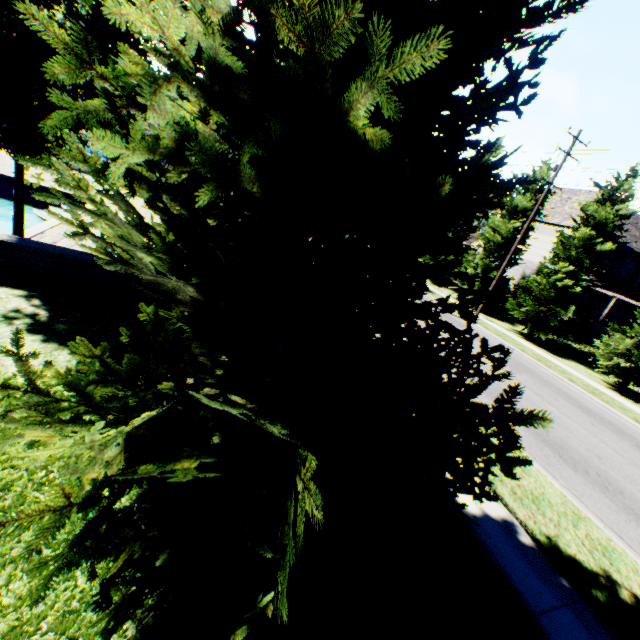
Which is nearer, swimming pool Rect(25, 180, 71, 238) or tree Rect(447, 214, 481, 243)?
swimming pool Rect(25, 180, 71, 238)

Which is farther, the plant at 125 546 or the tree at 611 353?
the tree at 611 353

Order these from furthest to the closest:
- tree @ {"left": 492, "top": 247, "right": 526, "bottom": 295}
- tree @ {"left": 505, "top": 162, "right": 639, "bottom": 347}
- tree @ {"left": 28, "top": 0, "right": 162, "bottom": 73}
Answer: tree @ {"left": 492, "top": 247, "right": 526, "bottom": 295} < tree @ {"left": 505, "top": 162, "right": 639, "bottom": 347} < tree @ {"left": 28, "top": 0, "right": 162, "bottom": 73}

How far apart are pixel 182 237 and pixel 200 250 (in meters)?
0.59

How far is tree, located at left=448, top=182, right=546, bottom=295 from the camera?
22.6 meters

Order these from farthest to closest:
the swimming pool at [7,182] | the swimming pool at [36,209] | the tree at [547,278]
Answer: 1. the tree at [547,278]
2. the swimming pool at [7,182]
3. the swimming pool at [36,209]

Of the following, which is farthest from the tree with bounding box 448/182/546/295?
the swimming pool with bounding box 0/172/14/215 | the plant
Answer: the plant
